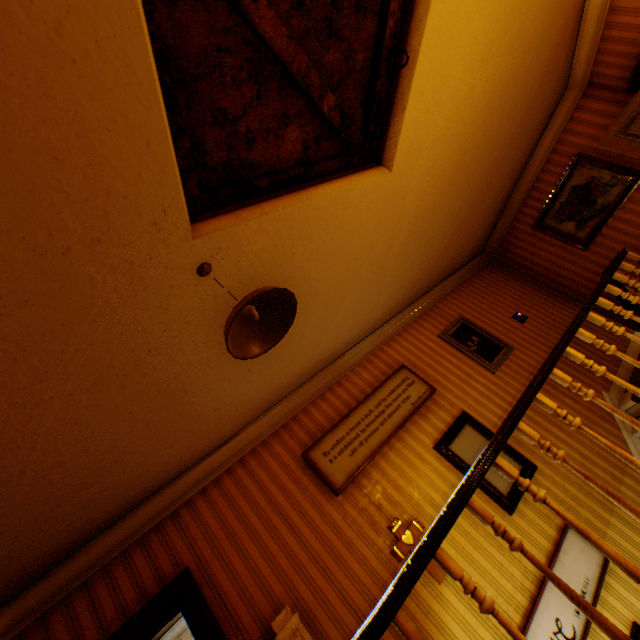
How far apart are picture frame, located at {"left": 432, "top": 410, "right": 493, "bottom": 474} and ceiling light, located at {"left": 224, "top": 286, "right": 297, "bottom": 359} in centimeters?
292cm

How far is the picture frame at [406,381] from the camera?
3.6 meters

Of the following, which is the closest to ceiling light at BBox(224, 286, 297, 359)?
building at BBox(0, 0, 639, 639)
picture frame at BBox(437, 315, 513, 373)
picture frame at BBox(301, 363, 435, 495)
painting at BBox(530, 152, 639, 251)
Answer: building at BBox(0, 0, 639, 639)

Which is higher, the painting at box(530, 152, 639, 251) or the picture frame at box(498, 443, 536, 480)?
the painting at box(530, 152, 639, 251)

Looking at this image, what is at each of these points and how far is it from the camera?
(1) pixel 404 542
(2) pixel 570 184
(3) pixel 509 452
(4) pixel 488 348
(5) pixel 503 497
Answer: (1) crucifix, 3.2m
(2) painting, 5.6m
(3) picture frame, 4.0m
(4) picture frame, 5.2m
(5) picture frame, 3.6m

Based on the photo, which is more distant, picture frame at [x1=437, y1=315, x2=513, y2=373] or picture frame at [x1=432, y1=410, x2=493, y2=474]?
picture frame at [x1=437, y1=315, x2=513, y2=373]

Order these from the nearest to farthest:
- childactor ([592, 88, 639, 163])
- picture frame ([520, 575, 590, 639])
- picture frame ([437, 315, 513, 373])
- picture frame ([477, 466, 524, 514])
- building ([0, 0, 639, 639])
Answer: building ([0, 0, 639, 639])
picture frame ([520, 575, 590, 639])
picture frame ([477, 466, 524, 514])
childactor ([592, 88, 639, 163])
picture frame ([437, 315, 513, 373])

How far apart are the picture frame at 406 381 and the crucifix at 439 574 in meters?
0.6
